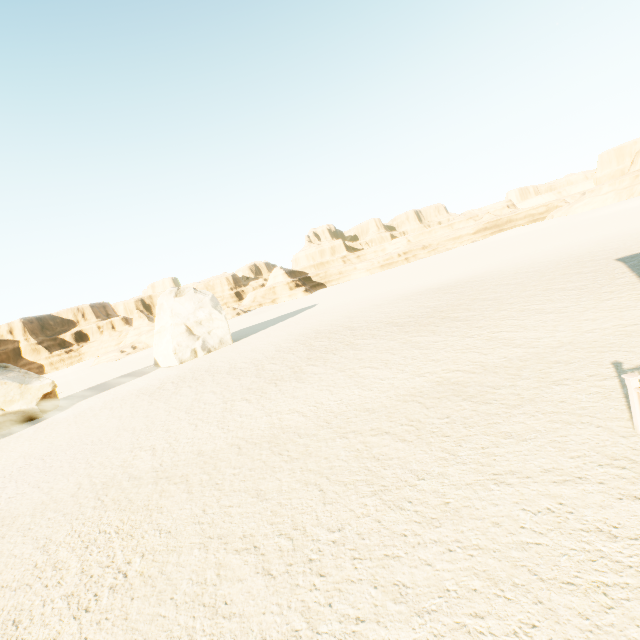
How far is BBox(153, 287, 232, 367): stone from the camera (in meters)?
30.02

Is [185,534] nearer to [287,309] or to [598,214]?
[287,309]

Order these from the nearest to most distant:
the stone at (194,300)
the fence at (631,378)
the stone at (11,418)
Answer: the fence at (631,378)
the stone at (11,418)
the stone at (194,300)

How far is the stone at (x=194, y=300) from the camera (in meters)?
30.02

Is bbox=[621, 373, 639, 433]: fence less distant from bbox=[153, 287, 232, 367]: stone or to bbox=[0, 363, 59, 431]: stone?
bbox=[153, 287, 232, 367]: stone

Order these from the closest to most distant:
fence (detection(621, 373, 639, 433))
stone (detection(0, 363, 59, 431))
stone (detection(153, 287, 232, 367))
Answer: fence (detection(621, 373, 639, 433)) < stone (detection(0, 363, 59, 431)) < stone (detection(153, 287, 232, 367))

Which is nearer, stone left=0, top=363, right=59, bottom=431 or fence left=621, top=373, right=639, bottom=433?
fence left=621, top=373, right=639, bottom=433
